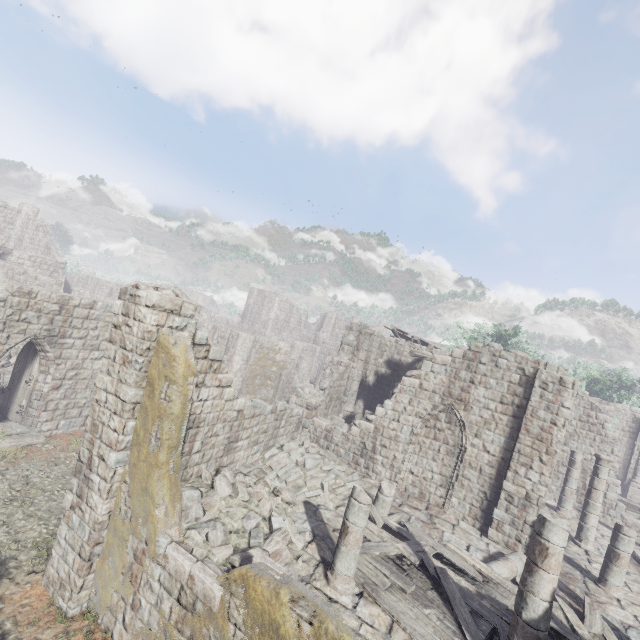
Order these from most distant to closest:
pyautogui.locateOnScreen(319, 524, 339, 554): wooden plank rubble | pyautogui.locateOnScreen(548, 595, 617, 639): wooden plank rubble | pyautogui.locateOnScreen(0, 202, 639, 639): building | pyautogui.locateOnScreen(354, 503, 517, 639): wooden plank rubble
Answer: pyautogui.locateOnScreen(319, 524, 339, 554): wooden plank rubble, pyautogui.locateOnScreen(548, 595, 617, 639): wooden plank rubble, pyautogui.locateOnScreen(354, 503, 517, 639): wooden plank rubble, pyautogui.locateOnScreen(0, 202, 639, 639): building

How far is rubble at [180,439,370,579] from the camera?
7.6 meters

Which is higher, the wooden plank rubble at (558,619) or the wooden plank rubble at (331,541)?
the wooden plank rubble at (558,619)

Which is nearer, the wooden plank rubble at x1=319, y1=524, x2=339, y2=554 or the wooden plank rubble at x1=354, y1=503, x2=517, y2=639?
the wooden plank rubble at x1=354, y1=503, x2=517, y2=639

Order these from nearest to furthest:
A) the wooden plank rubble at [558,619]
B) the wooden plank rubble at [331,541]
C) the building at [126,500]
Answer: the building at [126,500]
the wooden plank rubble at [558,619]
the wooden plank rubble at [331,541]

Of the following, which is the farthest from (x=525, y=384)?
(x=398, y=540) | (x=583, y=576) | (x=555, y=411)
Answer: (x=398, y=540)

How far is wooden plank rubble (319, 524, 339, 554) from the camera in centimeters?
889cm
